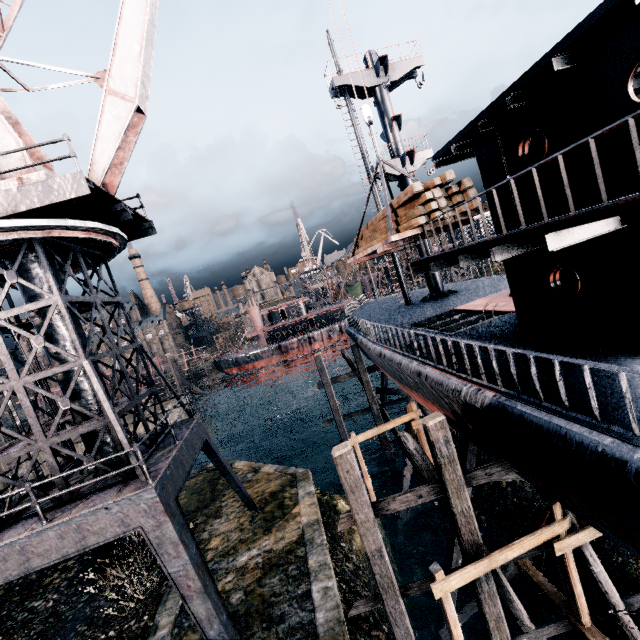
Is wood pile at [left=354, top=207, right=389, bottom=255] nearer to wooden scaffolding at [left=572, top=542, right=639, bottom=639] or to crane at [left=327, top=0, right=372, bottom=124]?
crane at [left=327, top=0, right=372, bottom=124]

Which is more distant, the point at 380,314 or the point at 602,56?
the point at 380,314

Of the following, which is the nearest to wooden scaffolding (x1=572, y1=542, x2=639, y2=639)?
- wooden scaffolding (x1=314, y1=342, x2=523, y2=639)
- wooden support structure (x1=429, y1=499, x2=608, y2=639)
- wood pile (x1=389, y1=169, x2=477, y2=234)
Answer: wooden support structure (x1=429, y1=499, x2=608, y2=639)

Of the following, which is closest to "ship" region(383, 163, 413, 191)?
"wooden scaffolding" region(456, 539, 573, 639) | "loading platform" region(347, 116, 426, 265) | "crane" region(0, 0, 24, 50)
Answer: "wooden scaffolding" region(456, 539, 573, 639)

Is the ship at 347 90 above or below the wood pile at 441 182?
above

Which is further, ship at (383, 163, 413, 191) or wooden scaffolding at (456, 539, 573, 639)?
ship at (383, 163, 413, 191)

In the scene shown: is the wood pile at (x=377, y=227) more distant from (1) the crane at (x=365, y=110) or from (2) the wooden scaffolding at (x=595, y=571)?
(2) the wooden scaffolding at (x=595, y=571)
